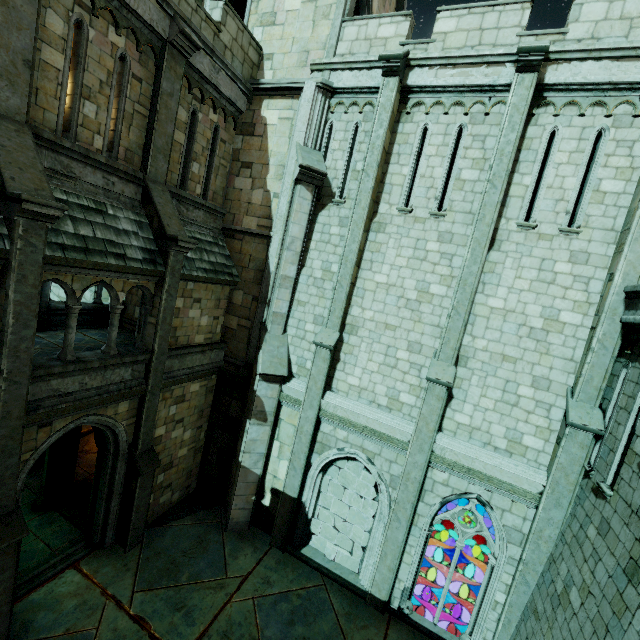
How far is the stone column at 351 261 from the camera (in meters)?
9.15

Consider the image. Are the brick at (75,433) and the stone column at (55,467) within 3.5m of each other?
yes

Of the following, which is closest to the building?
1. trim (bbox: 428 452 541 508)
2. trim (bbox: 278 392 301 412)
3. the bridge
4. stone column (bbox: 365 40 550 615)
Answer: the bridge

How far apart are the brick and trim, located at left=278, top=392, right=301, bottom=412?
6.4 meters

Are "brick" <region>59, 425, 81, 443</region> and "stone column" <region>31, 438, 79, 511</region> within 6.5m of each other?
yes

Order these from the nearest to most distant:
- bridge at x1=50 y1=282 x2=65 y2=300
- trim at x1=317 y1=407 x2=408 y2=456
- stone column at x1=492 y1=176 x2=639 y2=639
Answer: stone column at x1=492 y1=176 x2=639 y2=639 < trim at x1=317 y1=407 x2=408 y2=456 < bridge at x1=50 y1=282 x2=65 y2=300

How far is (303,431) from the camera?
10.2 meters

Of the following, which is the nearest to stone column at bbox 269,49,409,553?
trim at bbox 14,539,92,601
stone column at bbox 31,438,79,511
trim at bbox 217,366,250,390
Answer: trim at bbox 217,366,250,390
